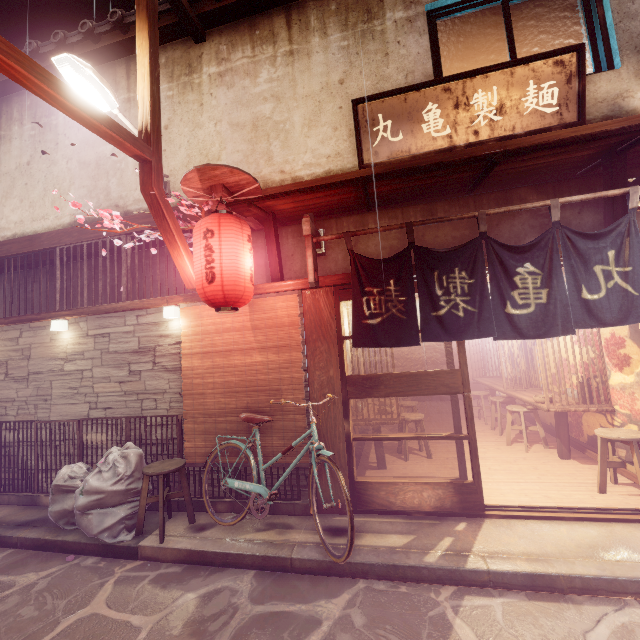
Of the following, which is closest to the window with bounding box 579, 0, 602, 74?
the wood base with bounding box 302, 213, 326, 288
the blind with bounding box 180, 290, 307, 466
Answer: the wood base with bounding box 302, 213, 326, 288

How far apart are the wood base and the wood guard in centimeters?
121cm

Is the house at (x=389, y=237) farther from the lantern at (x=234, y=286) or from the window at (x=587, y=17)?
the window at (x=587, y=17)

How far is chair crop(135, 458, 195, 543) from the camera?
6.8m

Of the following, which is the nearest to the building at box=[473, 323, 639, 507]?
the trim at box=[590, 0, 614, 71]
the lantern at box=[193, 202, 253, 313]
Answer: the lantern at box=[193, 202, 253, 313]

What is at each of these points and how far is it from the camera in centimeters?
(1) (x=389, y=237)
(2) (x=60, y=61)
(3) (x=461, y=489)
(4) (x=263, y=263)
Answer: (1) house, 791cm
(2) light, 651cm
(3) door, 680cm
(4) house, 862cm

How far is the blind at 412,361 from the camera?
20.5m

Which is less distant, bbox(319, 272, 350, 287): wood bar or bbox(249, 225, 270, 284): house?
bbox(319, 272, 350, 287): wood bar
